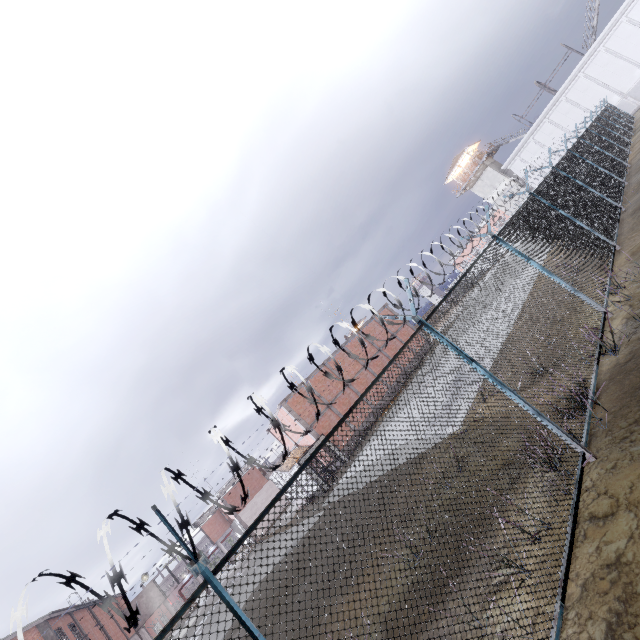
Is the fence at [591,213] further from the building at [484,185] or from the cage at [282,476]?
the building at [484,185]

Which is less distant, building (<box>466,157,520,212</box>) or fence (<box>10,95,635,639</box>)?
fence (<box>10,95,635,639</box>)

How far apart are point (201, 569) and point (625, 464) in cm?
485

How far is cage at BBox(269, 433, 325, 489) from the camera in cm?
2398

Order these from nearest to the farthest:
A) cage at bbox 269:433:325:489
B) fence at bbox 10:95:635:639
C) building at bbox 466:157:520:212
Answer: fence at bbox 10:95:635:639 → cage at bbox 269:433:325:489 → building at bbox 466:157:520:212

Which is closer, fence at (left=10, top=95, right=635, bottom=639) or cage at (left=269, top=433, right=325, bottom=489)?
fence at (left=10, top=95, right=635, bottom=639)

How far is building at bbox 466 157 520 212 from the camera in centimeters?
4688cm
